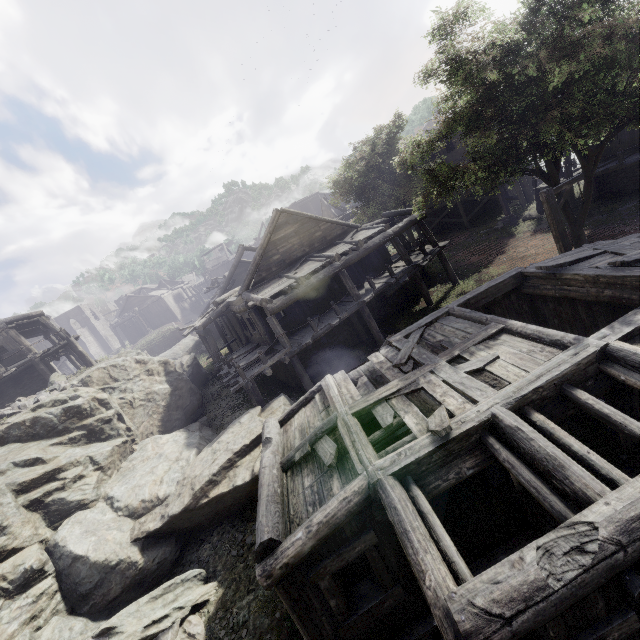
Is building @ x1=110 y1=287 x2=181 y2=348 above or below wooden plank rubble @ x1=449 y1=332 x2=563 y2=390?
above

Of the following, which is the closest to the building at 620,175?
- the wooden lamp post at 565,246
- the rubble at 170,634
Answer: the wooden lamp post at 565,246

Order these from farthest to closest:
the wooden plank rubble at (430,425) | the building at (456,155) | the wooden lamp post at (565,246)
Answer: the building at (456,155), the wooden lamp post at (565,246), the wooden plank rubble at (430,425)

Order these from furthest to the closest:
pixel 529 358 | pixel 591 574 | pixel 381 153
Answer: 1. pixel 381 153
2. pixel 529 358
3. pixel 591 574

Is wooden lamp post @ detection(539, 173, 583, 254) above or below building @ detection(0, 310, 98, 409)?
below

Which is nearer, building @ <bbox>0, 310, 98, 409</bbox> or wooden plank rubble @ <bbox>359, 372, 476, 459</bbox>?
wooden plank rubble @ <bbox>359, 372, 476, 459</bbox>

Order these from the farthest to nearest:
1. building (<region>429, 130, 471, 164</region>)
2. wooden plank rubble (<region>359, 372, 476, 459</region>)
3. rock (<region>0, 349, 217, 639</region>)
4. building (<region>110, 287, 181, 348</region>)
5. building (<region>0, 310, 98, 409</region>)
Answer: building (<region>110, 287, 181, 348</region>) → building (<region>429, 130, 471, 164</region>) → building (<region>0, 310, 98, 409</region>) → rock (<region>0, 349, 217, 639</region>) → wooden plank rubble (<region>359, 372, 476, 459</region>)

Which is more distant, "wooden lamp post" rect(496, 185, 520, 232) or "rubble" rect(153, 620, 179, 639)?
"wooden lamp post" rect(496, 185, 520, 232)
